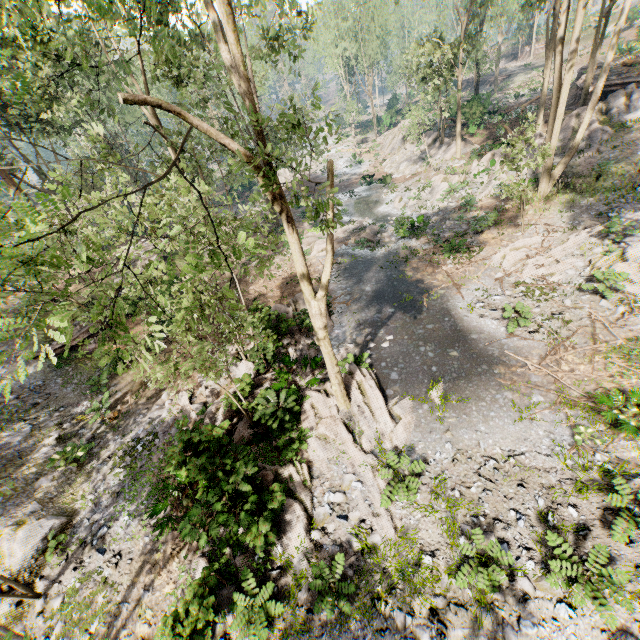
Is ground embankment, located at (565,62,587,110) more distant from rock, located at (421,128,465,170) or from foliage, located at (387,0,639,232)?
rock, located at (421,128,465,170)

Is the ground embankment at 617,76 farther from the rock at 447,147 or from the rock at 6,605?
the rock at 6,605

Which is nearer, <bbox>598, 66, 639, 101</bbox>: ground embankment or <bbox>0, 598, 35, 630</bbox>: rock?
<bbox>0, 598, 35, 630</bbox>: rock

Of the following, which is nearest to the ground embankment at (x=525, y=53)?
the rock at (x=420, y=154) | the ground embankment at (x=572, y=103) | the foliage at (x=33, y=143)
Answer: the foliage at (x=33, y=143)

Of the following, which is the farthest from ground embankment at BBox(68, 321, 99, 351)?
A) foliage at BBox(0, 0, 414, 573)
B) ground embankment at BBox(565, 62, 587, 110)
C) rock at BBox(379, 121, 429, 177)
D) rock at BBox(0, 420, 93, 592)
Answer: ground embankment at BBox(565, 62, 587, 110)

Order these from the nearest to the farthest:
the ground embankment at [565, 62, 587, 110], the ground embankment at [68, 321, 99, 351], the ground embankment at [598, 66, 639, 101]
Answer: the ground embankment at [68, 321, 99, 351], the ground embankment at [598, 66, 639, 101], the ground embankment at [565, 62, 587, 110]

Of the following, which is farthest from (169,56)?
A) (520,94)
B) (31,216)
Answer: (520,94)

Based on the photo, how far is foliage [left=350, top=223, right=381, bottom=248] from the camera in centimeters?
2248cm
